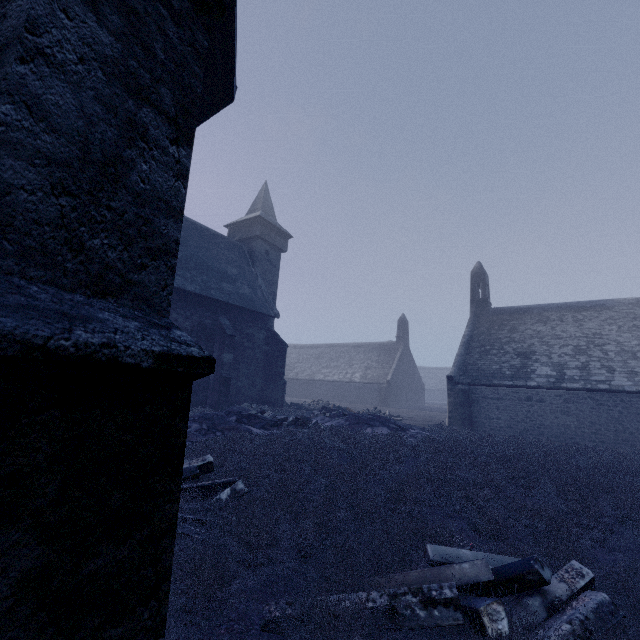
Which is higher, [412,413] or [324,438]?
[324,438]

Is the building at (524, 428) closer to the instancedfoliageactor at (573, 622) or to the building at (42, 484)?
the instancedfoliageactor at (573, 622)

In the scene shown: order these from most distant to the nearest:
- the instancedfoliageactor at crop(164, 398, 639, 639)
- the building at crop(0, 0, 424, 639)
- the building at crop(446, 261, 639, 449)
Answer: the building at crop(446, 261, 639, 449)
the instancedfoliageactor at crop(164, 398, 639, 639)
the building at crop(0, 0, 424, 639)

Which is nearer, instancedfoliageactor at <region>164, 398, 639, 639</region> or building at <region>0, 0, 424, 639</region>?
building at <region>0, 0, 424, 639</region>

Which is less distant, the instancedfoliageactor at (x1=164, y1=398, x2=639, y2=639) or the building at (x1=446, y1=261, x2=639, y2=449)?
the instancedfoliageactor at (x1=164, y1=398, x2=639, y2=639)

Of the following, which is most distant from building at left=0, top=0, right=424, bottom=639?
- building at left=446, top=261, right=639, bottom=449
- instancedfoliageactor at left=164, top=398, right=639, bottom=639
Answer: building at left=446, top=261, right=639, bottom=449

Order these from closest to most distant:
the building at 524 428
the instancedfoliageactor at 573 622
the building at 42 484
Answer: the building at 42 484, the instancedfoliageactor at 573 622, the building at 524 428

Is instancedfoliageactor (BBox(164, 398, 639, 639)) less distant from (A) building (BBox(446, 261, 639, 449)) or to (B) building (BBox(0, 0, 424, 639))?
(B) building (BBox(0, 0, 424, 639))
